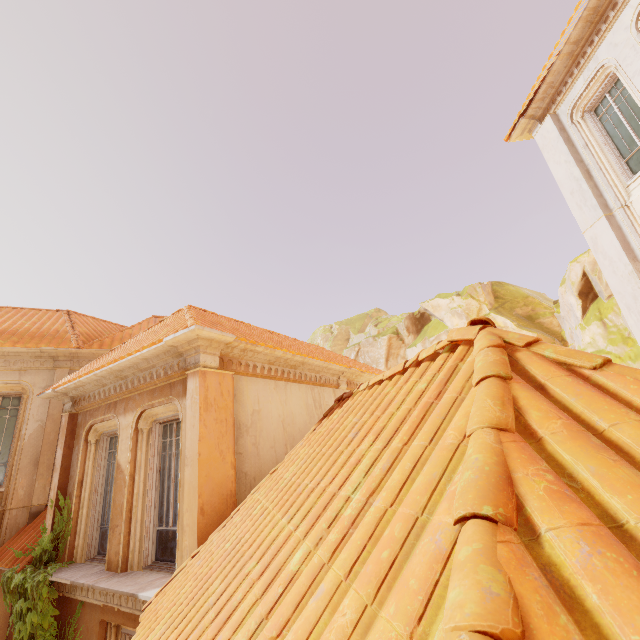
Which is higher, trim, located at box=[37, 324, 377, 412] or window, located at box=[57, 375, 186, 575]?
trim, located at box=[37, 324, 377, 412]

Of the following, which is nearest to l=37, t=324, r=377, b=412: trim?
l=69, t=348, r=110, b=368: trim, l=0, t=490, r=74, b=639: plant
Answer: l=69, t=348, r=110, b=368: trim

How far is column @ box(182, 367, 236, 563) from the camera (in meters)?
5.05

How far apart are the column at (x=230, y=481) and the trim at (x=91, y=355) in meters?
6.2

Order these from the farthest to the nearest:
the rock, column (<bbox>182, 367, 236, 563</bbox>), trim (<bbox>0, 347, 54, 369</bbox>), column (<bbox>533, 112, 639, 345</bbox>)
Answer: the rock < trim (<bbox>0, 347, 54, 369</bbox>) < column (<bbox>533, 112, 639, 345</bbox>) < column (<bbox>182, 367, 236, 563</bbox>)

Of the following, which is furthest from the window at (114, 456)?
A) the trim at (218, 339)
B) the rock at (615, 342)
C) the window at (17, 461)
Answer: the rock at (615, 342)

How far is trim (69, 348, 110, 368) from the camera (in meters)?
10.39

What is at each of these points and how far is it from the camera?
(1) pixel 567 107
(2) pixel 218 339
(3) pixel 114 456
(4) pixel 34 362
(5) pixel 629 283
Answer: (1) window, 9.44m
(2) trim, 5.93m
(3) window, 7.78m
(4) trim, 10.08m
(5) column, 8.05m
